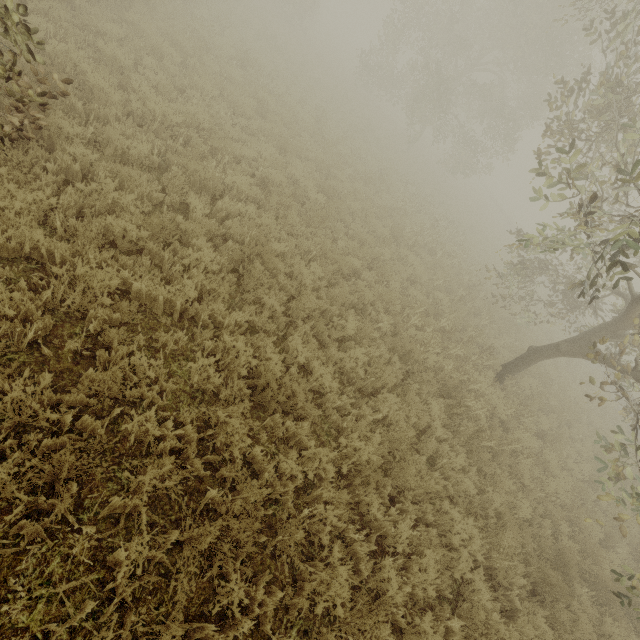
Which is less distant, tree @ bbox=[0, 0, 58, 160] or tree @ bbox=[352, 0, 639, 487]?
tree @ bbox=[0, 0, 58, 160]

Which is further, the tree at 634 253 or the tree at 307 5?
the tree at 307 5

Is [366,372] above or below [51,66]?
below

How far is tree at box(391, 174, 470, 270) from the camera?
12.1m

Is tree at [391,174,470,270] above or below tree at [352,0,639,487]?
Result: below

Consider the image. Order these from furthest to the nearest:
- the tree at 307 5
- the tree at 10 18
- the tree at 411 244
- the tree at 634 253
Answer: the tree at 307 5, the tree at 411 244, the tree at 634 253, the tree at 10 18

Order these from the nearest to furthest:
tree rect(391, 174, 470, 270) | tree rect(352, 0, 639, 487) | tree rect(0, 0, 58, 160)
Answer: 1. tree rect(0, 0, 58, 160)
2. tree rect(352, 0, 639, 487)
3. tree rect(391, 174, 470, 270)
